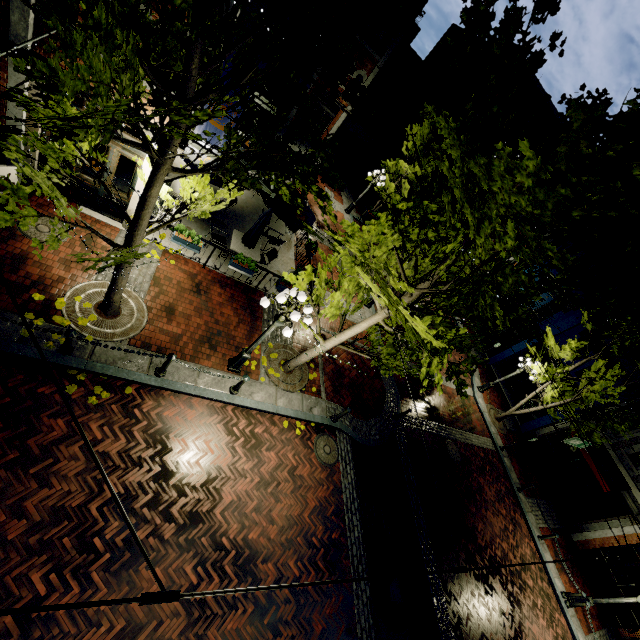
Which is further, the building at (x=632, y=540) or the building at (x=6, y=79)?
the building at (x=632, y=540)

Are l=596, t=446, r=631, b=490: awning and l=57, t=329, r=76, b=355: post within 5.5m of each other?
no

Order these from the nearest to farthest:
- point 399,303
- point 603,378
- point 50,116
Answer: point 50,116 → point 399,303 → point 603,378

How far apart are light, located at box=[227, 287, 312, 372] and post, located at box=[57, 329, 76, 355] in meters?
3.2 m

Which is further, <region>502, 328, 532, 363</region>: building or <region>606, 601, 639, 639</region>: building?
<region>502, 328, 532, 363</region>: building

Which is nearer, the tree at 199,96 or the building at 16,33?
the tree at 199,96

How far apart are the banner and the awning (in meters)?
21.10

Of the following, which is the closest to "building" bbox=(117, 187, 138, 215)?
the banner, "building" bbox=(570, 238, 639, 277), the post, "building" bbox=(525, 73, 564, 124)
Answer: the banner
